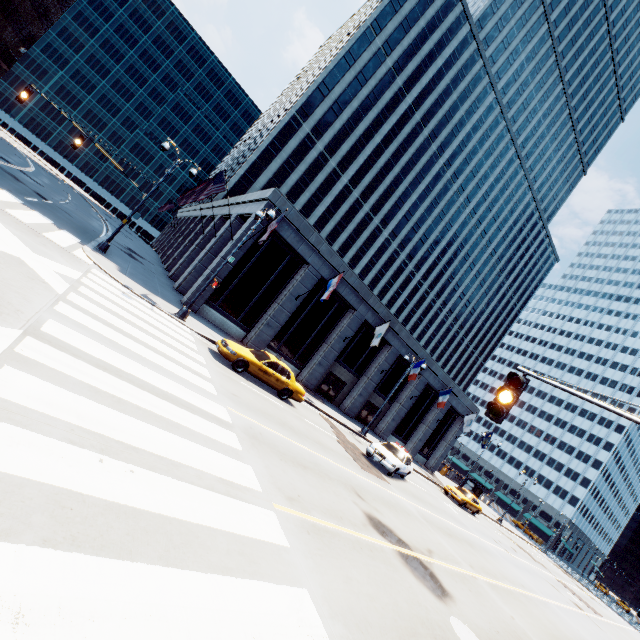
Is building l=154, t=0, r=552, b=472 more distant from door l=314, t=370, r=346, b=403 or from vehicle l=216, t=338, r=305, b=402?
vehicle l=216, t=338, r=305, b=402

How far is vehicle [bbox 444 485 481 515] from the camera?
28.1 meters

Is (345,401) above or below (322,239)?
below

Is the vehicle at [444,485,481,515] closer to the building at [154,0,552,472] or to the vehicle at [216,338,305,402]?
the building at [154,0,552,472]

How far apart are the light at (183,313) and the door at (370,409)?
20.60m

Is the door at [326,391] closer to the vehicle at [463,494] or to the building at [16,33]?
the vehicle at [463,494]

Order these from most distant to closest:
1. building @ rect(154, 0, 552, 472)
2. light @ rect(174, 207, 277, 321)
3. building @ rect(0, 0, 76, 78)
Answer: building @ rect(0, 0, 76, 78) < building @ rect(154, 0, 552, 472) < light @ rect(174, 207, 277, 321)

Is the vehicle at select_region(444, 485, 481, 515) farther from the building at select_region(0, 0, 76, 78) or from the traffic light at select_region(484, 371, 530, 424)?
the building at select_region(0, 0, 76, 78)
